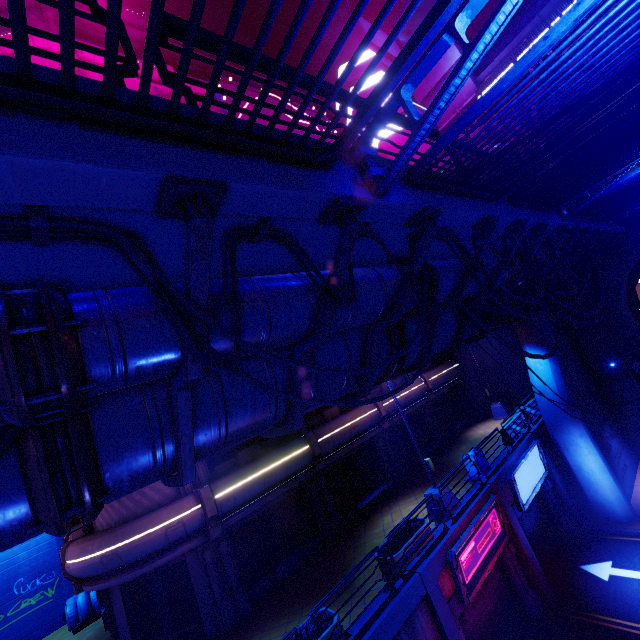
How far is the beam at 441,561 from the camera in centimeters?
995cm

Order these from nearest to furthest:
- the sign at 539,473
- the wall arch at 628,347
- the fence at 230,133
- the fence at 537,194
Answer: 1. the fence at 230,133
2. the fence at 537,194
3. the sign at 539,473
4. the wall arch at 628,347

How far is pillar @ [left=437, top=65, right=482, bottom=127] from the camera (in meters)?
23.94

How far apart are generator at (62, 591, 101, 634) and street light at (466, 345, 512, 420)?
25.29m

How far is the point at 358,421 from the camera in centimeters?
1695cm

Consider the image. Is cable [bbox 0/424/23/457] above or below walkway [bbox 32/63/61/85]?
below

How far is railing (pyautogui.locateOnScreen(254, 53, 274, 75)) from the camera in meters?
3.4

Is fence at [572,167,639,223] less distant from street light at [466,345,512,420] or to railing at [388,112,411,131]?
railing at [388,112,411,131]
